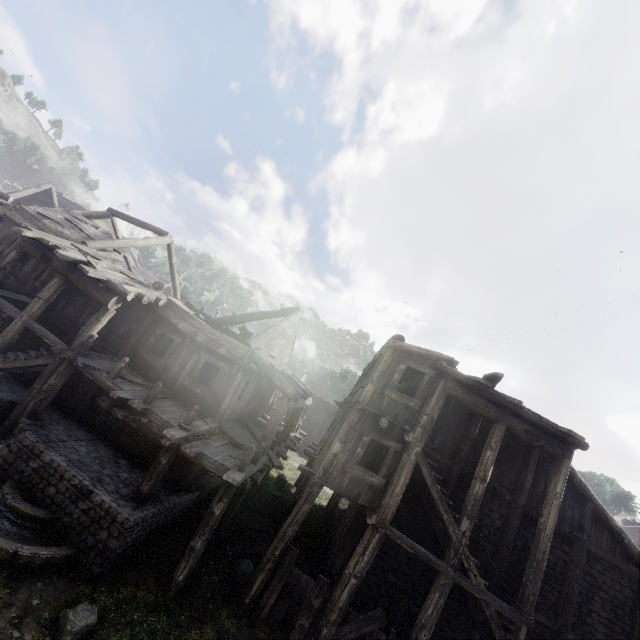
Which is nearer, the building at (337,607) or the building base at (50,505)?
the building base at (50,505)

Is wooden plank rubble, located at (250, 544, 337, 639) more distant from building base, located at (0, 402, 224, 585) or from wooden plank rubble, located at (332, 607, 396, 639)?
building base, located at (0, 402, 224, 585)

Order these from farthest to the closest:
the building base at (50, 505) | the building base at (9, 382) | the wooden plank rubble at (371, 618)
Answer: the building base at (9, 382) < the wooden plank rubble at (371, 618) < the building base at (50, 505)

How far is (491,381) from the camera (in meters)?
10.62

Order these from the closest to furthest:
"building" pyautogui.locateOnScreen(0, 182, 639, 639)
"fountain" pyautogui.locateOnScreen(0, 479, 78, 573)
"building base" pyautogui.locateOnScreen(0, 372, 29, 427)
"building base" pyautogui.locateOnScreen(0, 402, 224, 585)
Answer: "fountain" pyautogui.locateOnScreen(0, 479, 78, 573) → "building base" pyautogui.locateOnScreen(0, 402, 224, 585) → "building" pyautogui.locateOnScreen(0, 182, 639, 639) → "building base" pyautogui.locateOnScreen(0, 372, 29, 427)

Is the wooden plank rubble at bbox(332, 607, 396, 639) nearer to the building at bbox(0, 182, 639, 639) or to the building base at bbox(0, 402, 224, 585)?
the building at bbox(0, 182, 639, 639)
